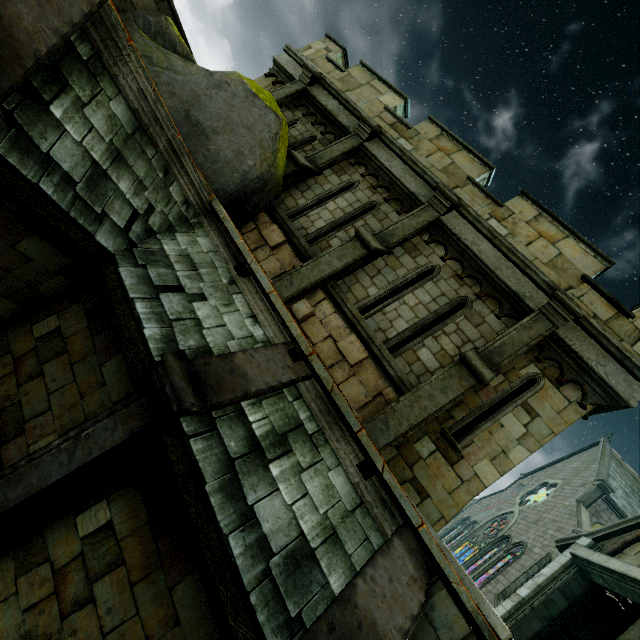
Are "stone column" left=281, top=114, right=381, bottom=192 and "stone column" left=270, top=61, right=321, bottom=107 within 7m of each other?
yes

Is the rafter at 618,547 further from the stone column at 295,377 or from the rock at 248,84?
the rock at 248,84

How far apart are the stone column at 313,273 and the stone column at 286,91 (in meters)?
5.79

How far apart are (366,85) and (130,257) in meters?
9.5 m

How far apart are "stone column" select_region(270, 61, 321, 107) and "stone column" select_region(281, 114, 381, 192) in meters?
2.5 m

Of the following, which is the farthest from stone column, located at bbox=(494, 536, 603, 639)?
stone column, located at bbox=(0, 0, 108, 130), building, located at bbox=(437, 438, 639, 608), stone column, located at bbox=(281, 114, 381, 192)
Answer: stone column, located at bbox=(0, 0, 108, 130)

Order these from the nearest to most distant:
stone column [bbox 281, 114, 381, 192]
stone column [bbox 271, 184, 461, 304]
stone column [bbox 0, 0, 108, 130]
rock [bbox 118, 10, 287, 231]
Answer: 1. stone column [bbox 0, 0, 108, 130]
2. rock [bbox 118, 10, 287, 231]
3. stone column [bbox 271, 184, 461, 304]
4. stone column [bbox 281, 114, 381, 192]

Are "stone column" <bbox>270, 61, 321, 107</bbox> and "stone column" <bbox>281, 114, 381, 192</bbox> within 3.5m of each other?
yes
